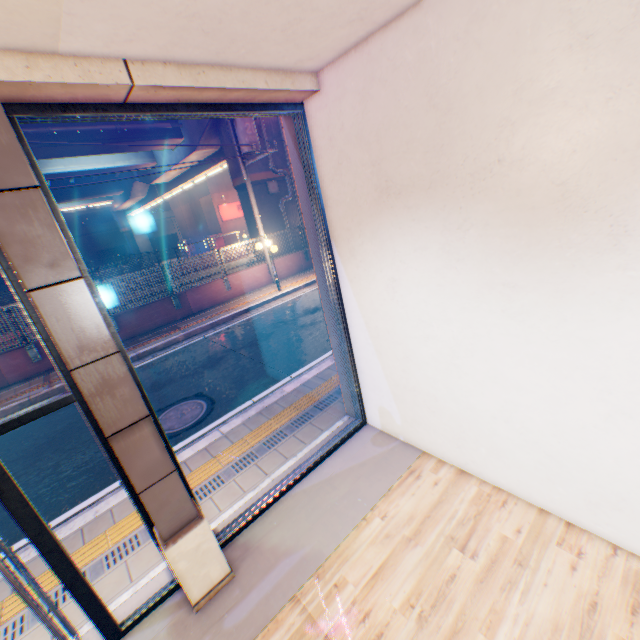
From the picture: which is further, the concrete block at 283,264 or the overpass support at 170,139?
the concrete block at 283,264

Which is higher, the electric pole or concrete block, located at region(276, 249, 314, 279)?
the electric pole

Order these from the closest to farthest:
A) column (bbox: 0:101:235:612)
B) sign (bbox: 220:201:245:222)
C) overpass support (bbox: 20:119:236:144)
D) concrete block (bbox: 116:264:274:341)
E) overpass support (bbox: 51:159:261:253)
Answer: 1. column (bbox: 0:101:235:612)
2. concrete block (bbox: 116:264:274:341)
3. overpass support (bbox: 20:119:236:144)
4. overpass support (bbox: 51:159:261:253)
5. sign (bbox: 220:201:245:222)

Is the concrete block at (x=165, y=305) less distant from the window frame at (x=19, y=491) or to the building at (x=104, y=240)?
the window frame at (x=19, y=491)

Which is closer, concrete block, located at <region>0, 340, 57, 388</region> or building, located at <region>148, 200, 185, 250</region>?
concrete block, located at <region>0, 340, 57, 388</region>

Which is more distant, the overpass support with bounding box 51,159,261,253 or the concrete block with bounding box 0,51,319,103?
the overpass support with bounding box 51,159,261,253

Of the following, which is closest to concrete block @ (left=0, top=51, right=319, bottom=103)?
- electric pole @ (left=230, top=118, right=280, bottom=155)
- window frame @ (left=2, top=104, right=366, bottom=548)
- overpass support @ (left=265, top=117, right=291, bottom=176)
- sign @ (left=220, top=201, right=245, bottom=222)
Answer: window frame @ (left=2, top=104, right=366, bottom=548)

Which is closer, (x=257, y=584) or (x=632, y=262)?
(x=632, y=262)
